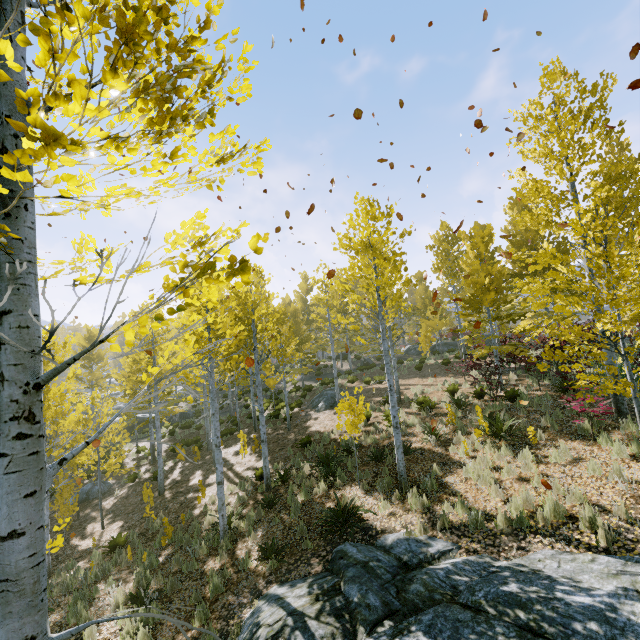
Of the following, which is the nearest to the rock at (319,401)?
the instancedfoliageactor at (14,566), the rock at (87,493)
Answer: the instancedfoliageactor at (14,566)

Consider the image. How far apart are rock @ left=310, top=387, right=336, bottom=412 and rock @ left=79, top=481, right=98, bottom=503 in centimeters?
1157cm

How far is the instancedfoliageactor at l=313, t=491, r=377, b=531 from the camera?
7.7 meters

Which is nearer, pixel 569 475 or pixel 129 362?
pixel 569 475

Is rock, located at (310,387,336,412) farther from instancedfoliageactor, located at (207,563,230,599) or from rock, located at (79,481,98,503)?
rock, located at (79,481,98,503)

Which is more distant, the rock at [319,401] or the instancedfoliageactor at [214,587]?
the rock at [319,401]

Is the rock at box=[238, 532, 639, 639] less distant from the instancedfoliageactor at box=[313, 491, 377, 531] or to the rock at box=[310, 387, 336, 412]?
the instancedfoliageactor at box=[313, 491, 377, 531]
